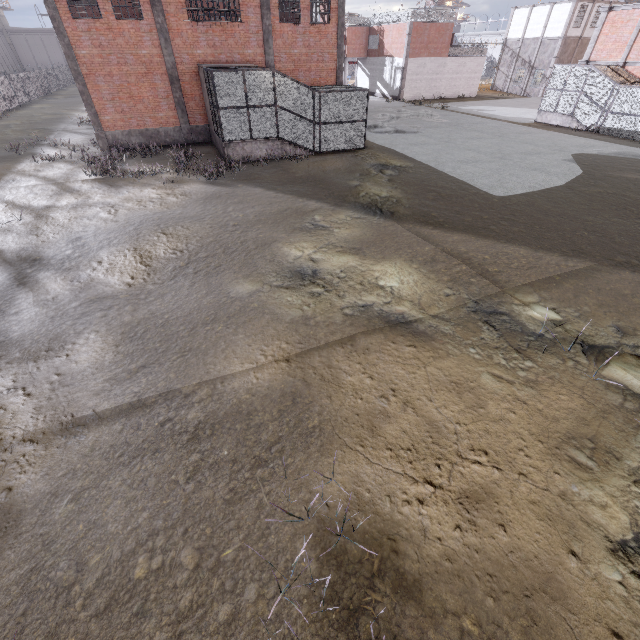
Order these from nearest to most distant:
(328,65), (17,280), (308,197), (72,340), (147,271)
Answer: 1. (72,340)
2. (17,280)
3. (147,271)
4. (308,197)
5. (328,65)

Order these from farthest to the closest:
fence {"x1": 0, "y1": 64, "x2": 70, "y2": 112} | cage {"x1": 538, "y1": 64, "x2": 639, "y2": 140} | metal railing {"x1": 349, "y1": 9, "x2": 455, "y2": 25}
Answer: metal railing {"x1": 349, "y1": 9, "x2": 455, "y2": 25}, fence {"x1": 0, "y1": 64, "x2": 70, "y2": 112}, cage {"x1": 538, "y1": 64, "x2": 639, "y2": 140}

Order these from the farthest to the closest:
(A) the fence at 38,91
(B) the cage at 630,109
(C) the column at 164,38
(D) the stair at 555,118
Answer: (A) the fence at 38,91, (D) the stair at 555,118, (B) the cage at 630,109, (C) the column at 164,38

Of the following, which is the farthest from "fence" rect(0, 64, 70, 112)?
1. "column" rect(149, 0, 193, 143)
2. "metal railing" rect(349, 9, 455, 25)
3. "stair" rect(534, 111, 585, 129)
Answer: "stair" rect(534, 111, 585, 129)

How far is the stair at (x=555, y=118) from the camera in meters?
24.7 m

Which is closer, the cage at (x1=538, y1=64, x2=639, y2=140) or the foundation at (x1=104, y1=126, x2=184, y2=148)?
the foundation at (x1=104, y1=126, x2=184, y2=148)

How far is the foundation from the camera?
19.8m

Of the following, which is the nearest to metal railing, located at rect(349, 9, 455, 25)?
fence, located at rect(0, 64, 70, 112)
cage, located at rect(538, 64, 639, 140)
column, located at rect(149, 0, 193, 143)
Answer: cage, located at rect(538, 64, 639, 140)
